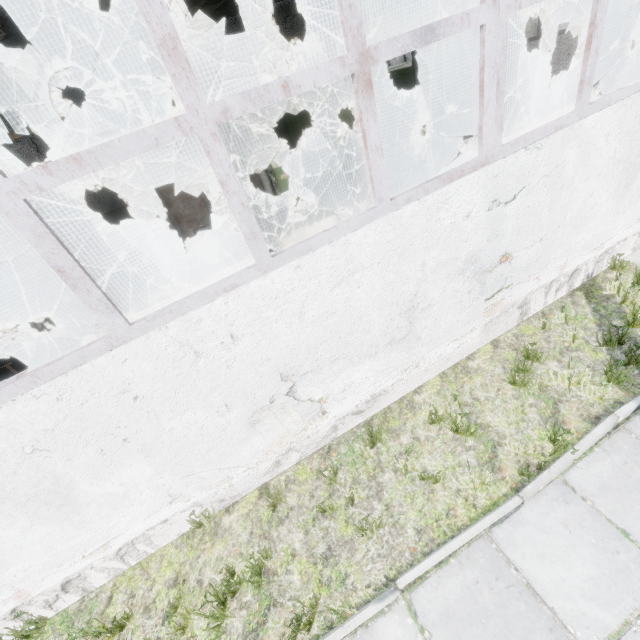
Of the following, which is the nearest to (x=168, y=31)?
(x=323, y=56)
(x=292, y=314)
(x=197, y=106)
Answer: (x=197, y=106)

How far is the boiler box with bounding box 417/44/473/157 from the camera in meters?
10.9 m

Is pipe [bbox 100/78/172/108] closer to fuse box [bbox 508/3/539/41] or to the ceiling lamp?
fuse box [bbox 508/3/539/41]

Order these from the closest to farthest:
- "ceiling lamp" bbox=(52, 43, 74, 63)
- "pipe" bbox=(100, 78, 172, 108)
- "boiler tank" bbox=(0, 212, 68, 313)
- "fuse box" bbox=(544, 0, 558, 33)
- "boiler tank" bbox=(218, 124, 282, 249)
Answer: "pipe" bbox=(100, 78, 172, 108) < "boiler tank" bbox=(218, 124, 282, 249) < "boiler tank" bbox=(0, 212, 68, 313) < "ceiling lamp" bbox=(52, 43, 74, 63) < "fuse box" bbox=(544, 0, 558, 33)

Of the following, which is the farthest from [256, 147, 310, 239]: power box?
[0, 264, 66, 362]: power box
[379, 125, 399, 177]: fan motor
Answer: [0, 264, 66, 362]: power box

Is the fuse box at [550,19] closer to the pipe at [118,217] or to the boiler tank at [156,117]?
the pipe at [118,217]

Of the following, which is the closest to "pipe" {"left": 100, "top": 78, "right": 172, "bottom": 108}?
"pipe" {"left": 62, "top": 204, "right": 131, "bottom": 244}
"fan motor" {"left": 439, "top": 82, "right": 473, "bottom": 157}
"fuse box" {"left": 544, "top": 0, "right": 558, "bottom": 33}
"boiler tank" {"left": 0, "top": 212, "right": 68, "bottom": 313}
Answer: "pipe" {"left": 62, "top": 204, "right": 131, "bottom": 244}

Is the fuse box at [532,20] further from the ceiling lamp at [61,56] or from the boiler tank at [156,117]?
the ceiling lamp at [61,56]
